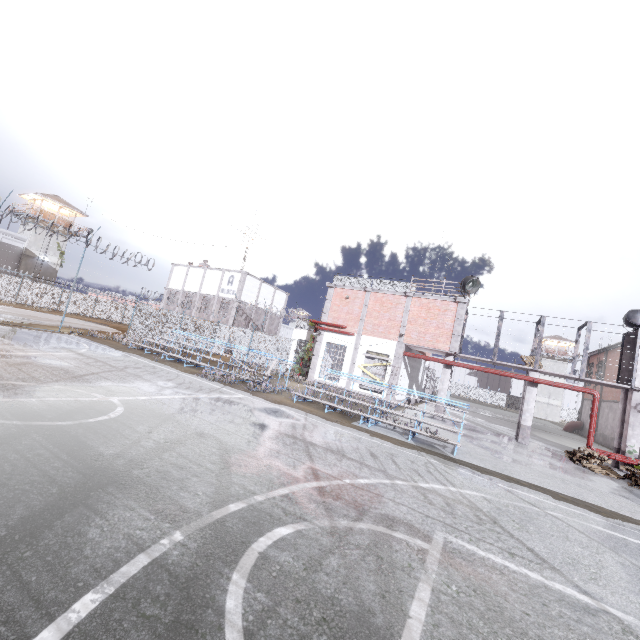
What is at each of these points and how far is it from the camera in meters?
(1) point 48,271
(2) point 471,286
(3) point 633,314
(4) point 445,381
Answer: (1) building, 43.7
(2) spotlight, 19.3
(3) spotlight, 17.4
(4) column, 19.4

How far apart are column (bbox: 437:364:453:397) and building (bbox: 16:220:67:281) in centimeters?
5142cm

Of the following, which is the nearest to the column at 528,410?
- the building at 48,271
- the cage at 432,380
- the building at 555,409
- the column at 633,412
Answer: the cage at 432,380

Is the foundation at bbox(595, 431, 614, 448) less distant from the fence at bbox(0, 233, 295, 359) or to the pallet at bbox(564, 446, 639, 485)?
the pallet at bbox(564, 446, 639, 485)

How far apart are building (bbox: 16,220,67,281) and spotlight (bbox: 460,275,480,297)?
51.7m

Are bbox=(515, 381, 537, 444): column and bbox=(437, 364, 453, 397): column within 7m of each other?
yes

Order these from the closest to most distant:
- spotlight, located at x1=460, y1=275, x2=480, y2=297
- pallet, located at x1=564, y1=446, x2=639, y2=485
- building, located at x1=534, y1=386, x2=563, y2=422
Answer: pallet, located at x1=564, y1=446, x2=639, y2=485 < spotlight, located at x1=460, y1=275, x2=480, y2=297 < building, located at x1=534, y1=386, x2=563, y2=422

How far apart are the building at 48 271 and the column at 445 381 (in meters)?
51.42
